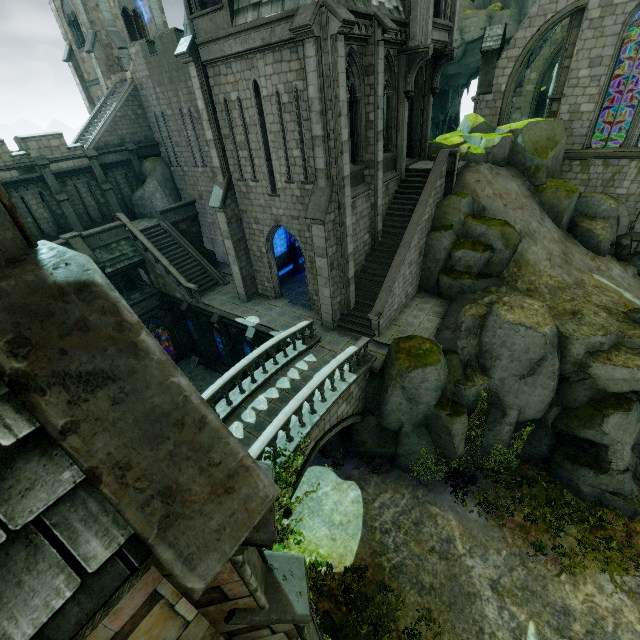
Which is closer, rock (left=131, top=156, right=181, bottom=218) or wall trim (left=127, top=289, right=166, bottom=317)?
wall trim (left=127, top=289, right=166, bottom=317)

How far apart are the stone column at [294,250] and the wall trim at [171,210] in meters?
8.6

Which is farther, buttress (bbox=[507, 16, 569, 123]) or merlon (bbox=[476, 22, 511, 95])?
buttress (bbox=[507, 16, 569, 123])

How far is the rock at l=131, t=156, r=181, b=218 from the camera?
24.0 meters

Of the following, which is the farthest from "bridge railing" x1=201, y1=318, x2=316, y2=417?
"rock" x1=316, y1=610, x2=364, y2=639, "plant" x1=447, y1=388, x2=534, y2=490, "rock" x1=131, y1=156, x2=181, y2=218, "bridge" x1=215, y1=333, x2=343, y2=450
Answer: "rock" x1=131, y1=156, x2=181, y2=218

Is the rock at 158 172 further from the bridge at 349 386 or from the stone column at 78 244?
the bridge at 349 386

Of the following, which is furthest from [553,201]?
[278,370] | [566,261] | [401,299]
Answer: [278,370]

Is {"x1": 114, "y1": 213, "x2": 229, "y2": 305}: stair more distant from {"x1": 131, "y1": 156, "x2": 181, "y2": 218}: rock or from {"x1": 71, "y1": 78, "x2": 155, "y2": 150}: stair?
{"x1": 71, "y1": 78, "x2": 155, "y2": 150}: stair
